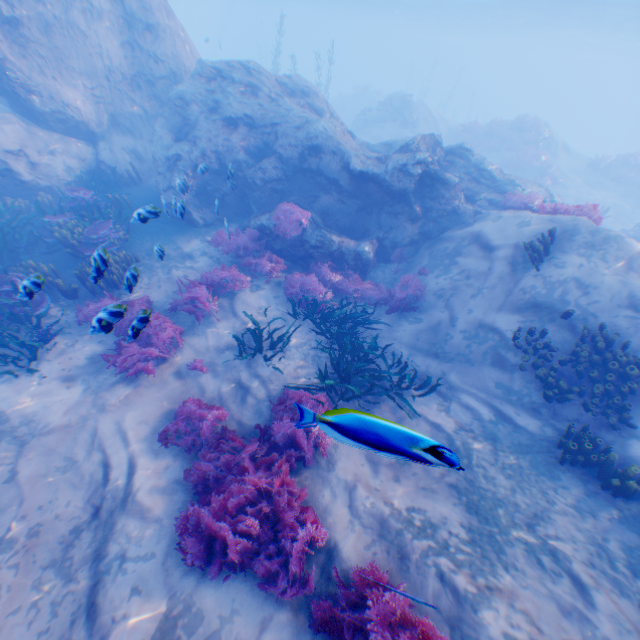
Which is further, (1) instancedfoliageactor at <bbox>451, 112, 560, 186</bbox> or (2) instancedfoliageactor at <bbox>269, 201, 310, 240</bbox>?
(1) instancedfoliageactor at <bbox>451, 112, 560, 186</bbox>

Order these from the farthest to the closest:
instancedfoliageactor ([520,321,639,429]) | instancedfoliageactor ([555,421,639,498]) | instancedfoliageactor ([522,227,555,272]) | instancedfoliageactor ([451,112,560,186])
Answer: instancedfoliageactor ([451,112,560,186]) < instancedfoliageactor ([522,227,555,272]) < instancedfoliageactor ([520,321,639,429]) < instancedfoliageactor ([555,421,639,498])

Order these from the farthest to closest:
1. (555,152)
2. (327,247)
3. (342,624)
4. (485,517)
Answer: (555,152)
(327,247)
(485,517)
(342,624)

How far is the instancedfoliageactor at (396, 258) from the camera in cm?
1125

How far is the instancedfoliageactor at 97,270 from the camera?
4.6 meters

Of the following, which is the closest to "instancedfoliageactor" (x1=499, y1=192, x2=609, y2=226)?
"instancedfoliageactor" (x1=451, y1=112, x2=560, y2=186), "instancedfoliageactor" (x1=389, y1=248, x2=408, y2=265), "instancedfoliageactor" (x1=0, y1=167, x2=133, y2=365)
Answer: "instancedfoliageactor" (x1=389, y1=248, x2=408, y2=265)

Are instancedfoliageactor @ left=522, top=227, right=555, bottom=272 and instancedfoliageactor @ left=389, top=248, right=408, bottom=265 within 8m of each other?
yes

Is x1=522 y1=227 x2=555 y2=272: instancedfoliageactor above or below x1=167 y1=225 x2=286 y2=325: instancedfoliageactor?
above
